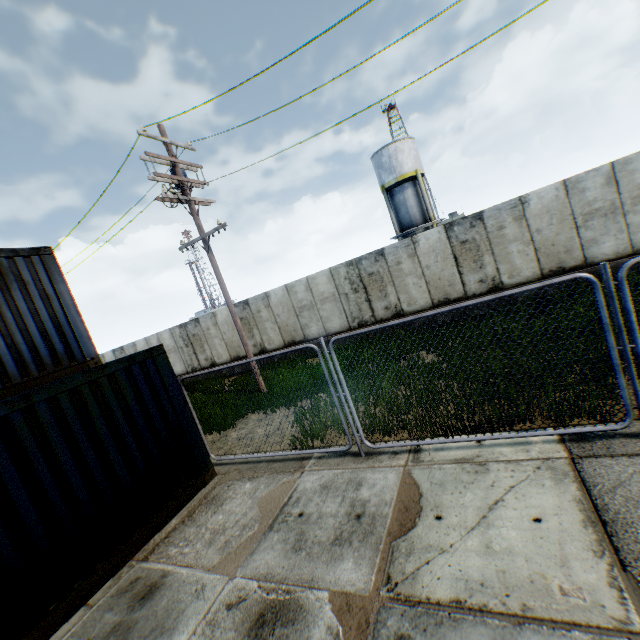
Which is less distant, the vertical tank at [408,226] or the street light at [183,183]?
the street light at [183,183]

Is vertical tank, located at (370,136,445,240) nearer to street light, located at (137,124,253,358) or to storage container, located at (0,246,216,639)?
street light, located at (137,124,253,358)

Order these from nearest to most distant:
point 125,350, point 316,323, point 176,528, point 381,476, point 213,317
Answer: point 381,476 → point 176,528 → point 316,323 → point 213,317 → point 125,350

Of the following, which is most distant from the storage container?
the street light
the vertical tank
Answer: the vertical tank

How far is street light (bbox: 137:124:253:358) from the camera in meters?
10.0 m

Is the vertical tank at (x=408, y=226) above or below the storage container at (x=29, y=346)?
above

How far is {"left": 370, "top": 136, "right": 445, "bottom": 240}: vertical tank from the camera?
27.77m

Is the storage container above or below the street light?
below
